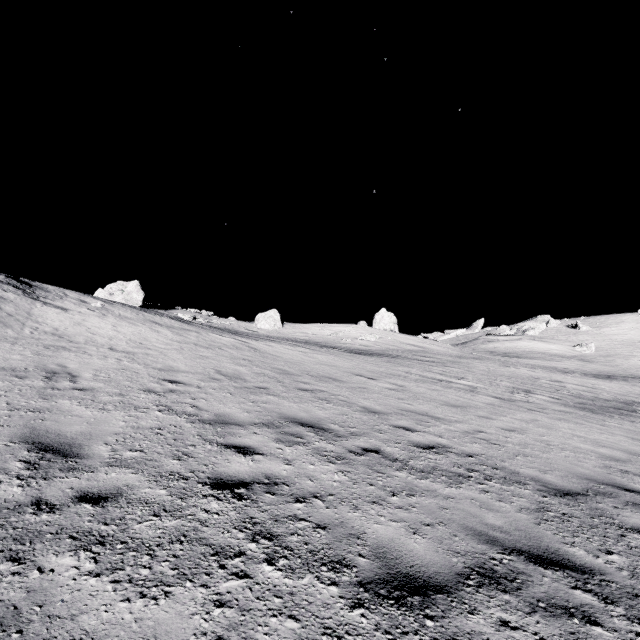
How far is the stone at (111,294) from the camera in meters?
26.7 m

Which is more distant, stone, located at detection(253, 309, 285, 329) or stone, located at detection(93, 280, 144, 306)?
stone, located at detection(253, 309, 285, 329)

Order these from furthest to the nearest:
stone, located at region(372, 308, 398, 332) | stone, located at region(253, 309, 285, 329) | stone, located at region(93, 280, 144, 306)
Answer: stone, located at region(372, 308, 398, 332), stone, located at region(253, 309, 285, 329), stone, located at region(93, 280, 144, 306)

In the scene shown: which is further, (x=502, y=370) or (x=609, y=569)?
(x=502, y=370)

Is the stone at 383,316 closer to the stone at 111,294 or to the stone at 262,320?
the stone at 262,320

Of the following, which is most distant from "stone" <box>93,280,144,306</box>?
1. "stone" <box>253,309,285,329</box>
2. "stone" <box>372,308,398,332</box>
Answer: "stone" <box>372,308,398,332</box>

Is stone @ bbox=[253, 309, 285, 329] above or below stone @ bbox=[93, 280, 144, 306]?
below
